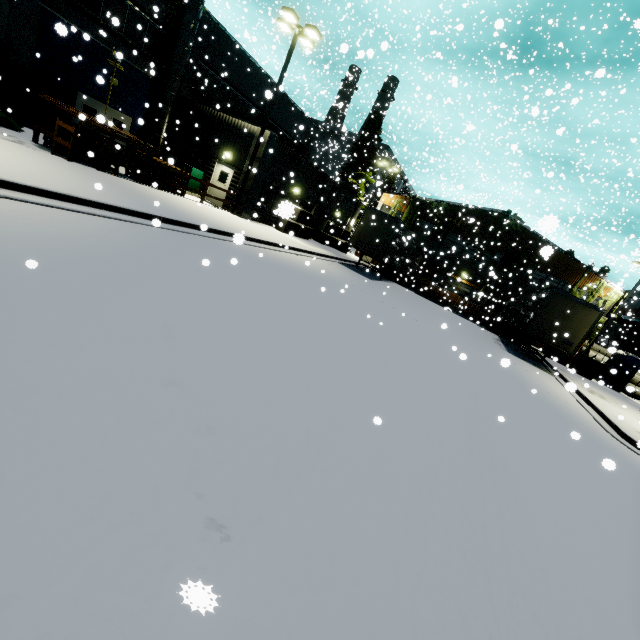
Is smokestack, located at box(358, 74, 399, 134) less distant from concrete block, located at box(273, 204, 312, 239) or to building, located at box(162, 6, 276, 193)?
building, located at box(162, 6, 276, 193)

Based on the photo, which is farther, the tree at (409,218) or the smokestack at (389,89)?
the smokestack at (389,89)

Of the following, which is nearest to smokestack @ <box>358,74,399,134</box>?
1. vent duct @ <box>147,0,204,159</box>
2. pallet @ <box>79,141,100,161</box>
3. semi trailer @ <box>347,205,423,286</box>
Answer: semi trailer @ <box>347,205,423,286</box>

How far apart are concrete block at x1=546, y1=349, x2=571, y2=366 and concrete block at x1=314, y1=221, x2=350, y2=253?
18.7m

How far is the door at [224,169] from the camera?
19.4m

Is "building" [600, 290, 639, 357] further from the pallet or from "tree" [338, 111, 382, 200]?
the pallet

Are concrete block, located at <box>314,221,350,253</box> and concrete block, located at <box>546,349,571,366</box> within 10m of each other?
no

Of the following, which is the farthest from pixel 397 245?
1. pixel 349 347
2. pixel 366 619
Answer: pixel 366 619
